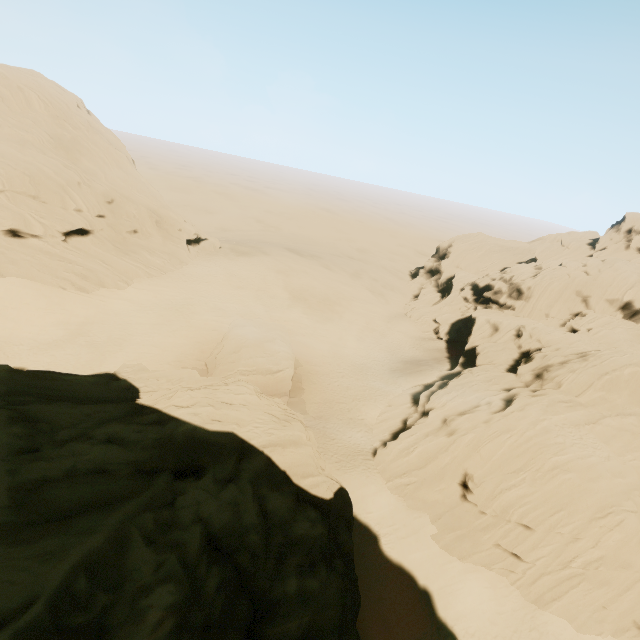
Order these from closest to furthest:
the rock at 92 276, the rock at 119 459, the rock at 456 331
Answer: the rock at 119 459, the rock at 456 331, the rock at 92 276

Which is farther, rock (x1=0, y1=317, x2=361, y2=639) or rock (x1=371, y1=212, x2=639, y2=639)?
rock (x1=371, y1=212, x2=639, y2=639)

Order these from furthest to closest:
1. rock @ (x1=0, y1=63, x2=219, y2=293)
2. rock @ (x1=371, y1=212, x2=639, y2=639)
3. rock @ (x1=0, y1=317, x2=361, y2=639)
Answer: rock @ (x1=0, y1=63, x2=219, y2=293)
rock @ (x1=371, y1=212, x2=639, y2=639)
rock @ (x1=0, y1=317, x2=361, y2=639)

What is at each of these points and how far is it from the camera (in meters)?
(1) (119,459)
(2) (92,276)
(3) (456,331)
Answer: (1) rock, 13.61
(2) rock, 35.47
(3) rock, 52.25

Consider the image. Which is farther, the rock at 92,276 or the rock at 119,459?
the rock at 92,276
